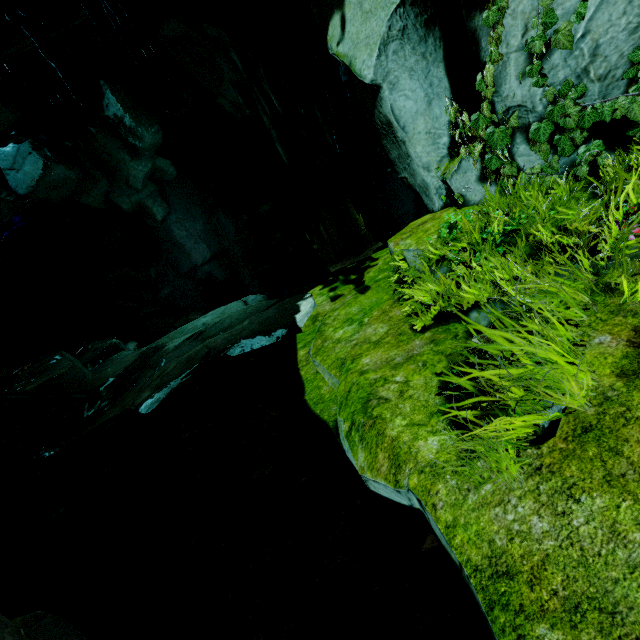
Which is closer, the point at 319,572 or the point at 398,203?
the point at 319,572

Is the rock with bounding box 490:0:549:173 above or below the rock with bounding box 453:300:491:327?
above

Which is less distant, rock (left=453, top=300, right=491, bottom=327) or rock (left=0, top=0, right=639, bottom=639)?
rock (left=0, top=0, right=639, bottom=639)

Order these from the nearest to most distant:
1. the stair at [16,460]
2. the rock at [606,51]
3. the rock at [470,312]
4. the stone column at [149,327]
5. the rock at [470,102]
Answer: the rock at [470,102]
the rock at [606,51]
the rock at [470,312]
the stair at [16,460]
the stone column at [149,327]

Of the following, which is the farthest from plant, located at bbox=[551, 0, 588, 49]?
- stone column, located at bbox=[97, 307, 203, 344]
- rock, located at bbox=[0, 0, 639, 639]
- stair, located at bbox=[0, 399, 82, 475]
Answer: stone column, located at bbox=[97, 307, 203, 344]

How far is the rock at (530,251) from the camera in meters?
2.6 m
